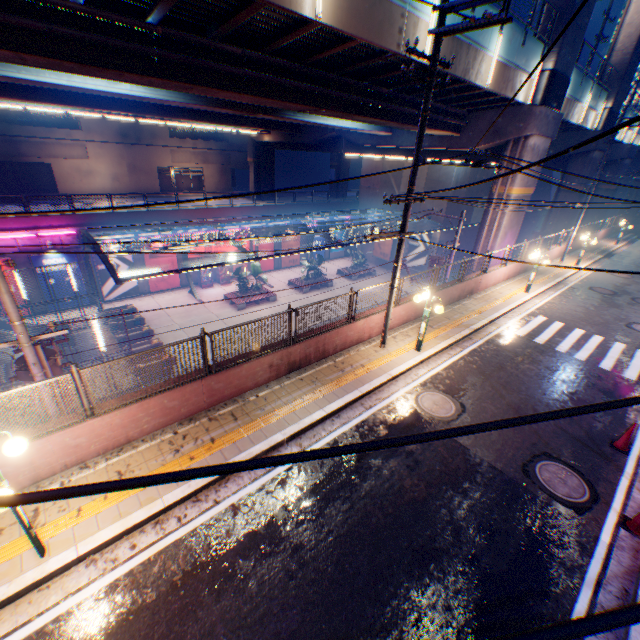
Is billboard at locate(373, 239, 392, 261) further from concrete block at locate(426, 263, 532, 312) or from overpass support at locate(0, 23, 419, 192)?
concrete block at locate(426, 263, 532, 312)

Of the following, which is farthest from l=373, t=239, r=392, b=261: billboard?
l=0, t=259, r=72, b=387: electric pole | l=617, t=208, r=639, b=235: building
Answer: l=0, t=259, r=72, b=387: electric pole

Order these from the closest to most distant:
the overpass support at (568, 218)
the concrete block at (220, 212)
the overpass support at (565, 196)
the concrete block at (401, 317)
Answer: the concrete block at (401, 317) < the concrete block at (220, 212) < the overpass support at (565, 196) < the overpass support at (568, 218)

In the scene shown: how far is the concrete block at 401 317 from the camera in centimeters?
1270cm

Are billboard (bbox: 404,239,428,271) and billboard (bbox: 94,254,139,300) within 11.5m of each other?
no

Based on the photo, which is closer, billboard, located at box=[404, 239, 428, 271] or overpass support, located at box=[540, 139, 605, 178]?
overpass support, located at box=[540, 139, 605, 178]

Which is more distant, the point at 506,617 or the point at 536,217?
the point at 536,217

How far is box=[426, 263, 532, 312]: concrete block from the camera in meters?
14.6 m
